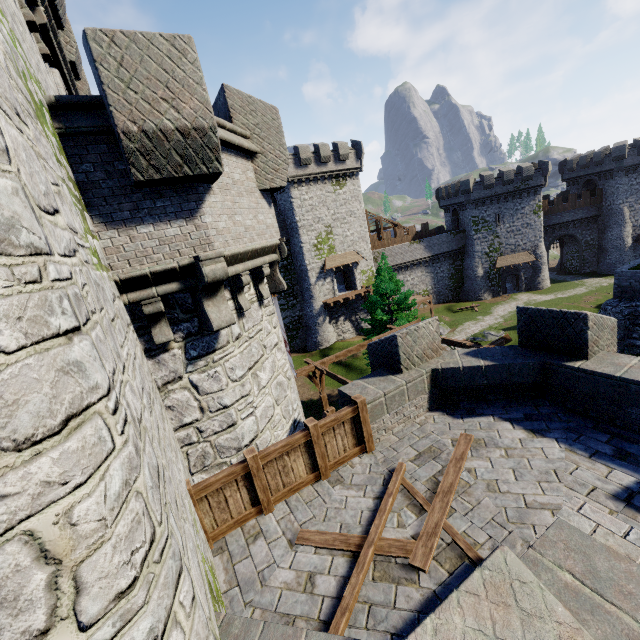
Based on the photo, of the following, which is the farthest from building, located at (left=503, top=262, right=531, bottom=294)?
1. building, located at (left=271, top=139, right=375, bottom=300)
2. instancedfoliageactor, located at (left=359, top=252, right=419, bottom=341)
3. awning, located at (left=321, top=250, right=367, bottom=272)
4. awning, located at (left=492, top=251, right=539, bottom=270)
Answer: instancedfoliageactor, located at (left=359, top=252, right=419, bottom=341)

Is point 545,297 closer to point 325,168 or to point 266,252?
point 325,168

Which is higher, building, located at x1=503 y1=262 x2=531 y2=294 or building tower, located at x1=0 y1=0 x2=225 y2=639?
building tower, located at x1=0 y1=0 x2=225 y2=639

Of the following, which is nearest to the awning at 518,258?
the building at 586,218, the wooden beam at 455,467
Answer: the building at 586,218

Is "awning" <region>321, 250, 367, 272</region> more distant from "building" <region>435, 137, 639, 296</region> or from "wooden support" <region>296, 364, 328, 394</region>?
"wooden support" <region>296, 364, 328, 394</region>

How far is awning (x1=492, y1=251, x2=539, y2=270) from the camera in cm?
4525

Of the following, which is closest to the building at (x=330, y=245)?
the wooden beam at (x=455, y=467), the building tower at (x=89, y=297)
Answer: the building tower at (x=89, y=297)

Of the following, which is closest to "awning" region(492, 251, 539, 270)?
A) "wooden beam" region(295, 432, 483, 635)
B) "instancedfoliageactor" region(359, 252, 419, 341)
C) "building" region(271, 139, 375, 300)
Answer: "building" region(271, 139, 375, 300)
